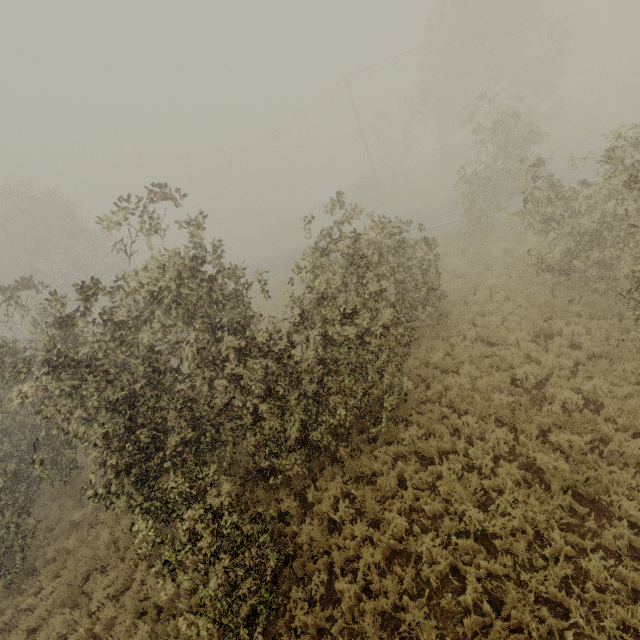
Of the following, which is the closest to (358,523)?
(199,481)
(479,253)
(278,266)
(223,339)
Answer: (199,481)
